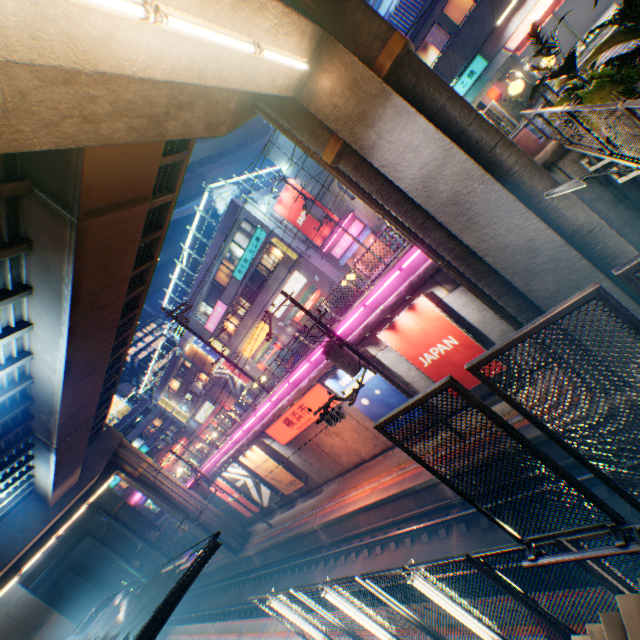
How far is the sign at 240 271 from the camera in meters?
26.3 m

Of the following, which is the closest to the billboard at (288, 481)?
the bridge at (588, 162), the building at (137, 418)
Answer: the bridge at (588, 162)

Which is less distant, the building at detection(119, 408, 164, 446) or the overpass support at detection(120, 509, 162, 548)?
the overpass support at detection(120, 509, 162, 548)

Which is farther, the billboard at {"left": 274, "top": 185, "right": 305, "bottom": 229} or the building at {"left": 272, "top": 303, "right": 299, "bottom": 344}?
the building at {"left": 272, "top": 303, "right": 299, "bottom": 344}

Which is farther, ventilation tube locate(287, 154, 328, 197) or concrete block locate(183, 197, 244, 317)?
concrete block locate(183, 197, 244, 317)

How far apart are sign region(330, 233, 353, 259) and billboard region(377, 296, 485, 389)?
14.3 meters

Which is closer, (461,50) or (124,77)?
(124,77)

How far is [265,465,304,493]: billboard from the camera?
21.7 meters
